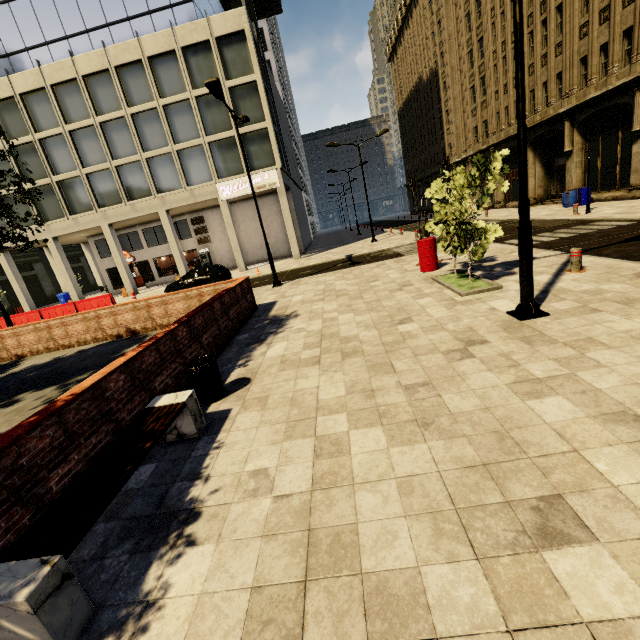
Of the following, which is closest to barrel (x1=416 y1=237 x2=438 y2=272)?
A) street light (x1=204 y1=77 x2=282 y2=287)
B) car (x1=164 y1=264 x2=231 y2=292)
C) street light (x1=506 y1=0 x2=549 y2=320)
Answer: street light (x1=506 y1=0 x2=549 y2=320)

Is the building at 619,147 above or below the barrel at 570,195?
above

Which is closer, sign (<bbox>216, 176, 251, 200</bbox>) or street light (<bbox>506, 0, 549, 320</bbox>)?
street light (<bbox>506, 0, 549, 320</bbox>)

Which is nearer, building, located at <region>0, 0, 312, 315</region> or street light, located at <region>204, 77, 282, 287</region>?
street light, located at <region>204, 77, 282, 287</region>

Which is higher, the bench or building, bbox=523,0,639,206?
building, bbox=523,0,639,206

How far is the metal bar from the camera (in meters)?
7.71

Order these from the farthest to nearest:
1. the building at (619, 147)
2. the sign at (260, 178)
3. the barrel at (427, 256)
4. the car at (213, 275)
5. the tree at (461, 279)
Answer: the sign at (260, 178)
the car at (213, 275)
the building at (619, 147)
the barrel at (427, 256)
the tree at (461, 279)

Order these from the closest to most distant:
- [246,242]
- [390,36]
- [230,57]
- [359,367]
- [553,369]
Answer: [553,369]
[359,367]
[230,57]
[246,242]
[390,36]
